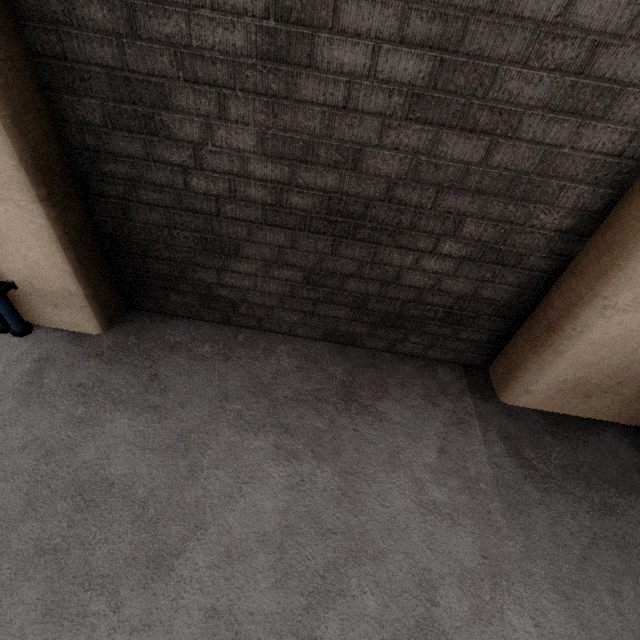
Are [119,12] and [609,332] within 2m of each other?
no
